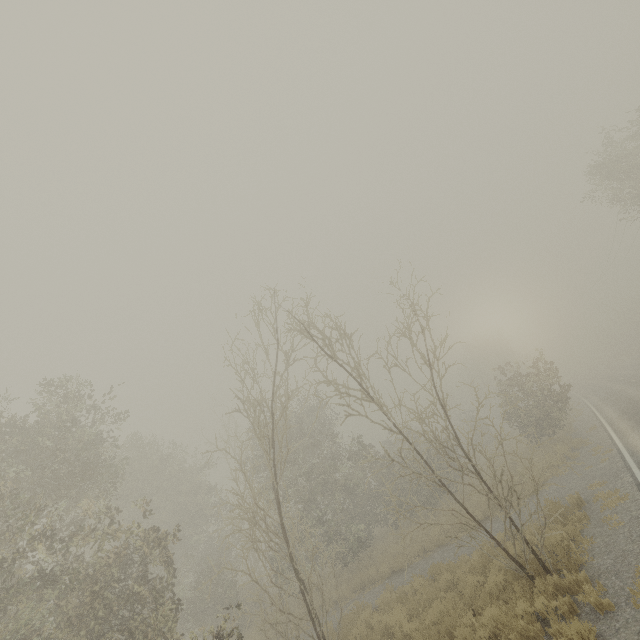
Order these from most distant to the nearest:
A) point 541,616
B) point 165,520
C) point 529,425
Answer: point 165,520 → point 529,425 → point 541,616
